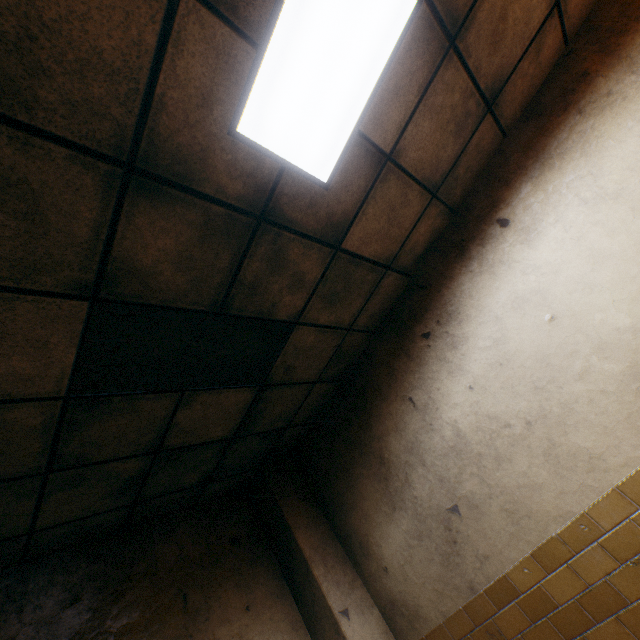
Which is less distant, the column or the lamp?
the lamp

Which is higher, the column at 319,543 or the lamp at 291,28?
the lamp at 291,28

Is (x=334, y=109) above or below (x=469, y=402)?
above

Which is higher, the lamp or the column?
the lamp

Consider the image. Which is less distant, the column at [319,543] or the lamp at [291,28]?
the lamp at [291,28]
